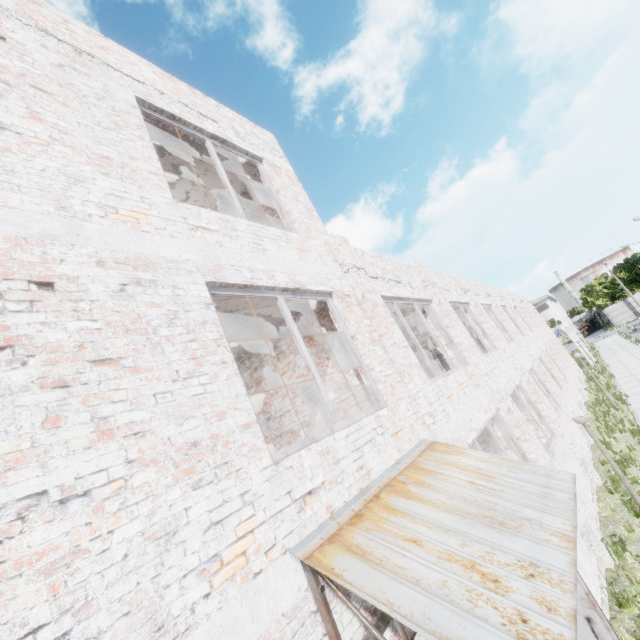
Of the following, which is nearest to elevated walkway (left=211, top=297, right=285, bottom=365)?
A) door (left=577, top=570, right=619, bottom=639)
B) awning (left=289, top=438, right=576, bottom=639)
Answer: awning (left=289, top=438, right=576, bottom=639)

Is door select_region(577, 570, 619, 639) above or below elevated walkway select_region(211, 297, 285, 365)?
below

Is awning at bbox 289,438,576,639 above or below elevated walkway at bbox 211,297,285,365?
below

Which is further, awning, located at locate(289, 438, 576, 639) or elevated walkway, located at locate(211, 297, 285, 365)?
elevated walkway, located at locate(211, 297, 285, 365)

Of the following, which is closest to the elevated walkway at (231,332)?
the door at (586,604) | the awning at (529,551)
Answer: the awning at (529,551)

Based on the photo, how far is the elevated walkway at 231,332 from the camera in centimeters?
531cm

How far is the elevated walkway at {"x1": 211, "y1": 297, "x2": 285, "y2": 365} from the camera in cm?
531

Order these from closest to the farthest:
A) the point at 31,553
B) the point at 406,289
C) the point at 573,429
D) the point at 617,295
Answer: the point at 31,553, the point at 406,289, the point at 573,429, the point at 617,295
